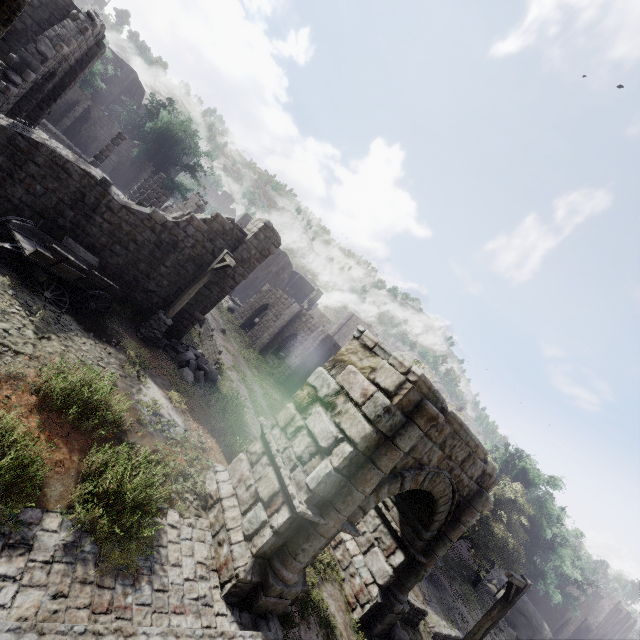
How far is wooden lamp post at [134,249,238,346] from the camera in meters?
12.4 m

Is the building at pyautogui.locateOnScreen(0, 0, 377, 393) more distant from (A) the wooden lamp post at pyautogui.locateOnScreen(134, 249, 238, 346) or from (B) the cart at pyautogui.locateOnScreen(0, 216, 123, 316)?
(A) the wooden lamp post at pyautogui.locateOnScreen(134, 249, 238, 346)

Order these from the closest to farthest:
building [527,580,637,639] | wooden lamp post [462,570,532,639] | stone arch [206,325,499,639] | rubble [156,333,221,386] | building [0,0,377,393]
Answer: stone arch [206,325,499,639] < wooden lamp post [462,570,532,639] < building [0,0,377,393] < rubble [156,333,221,386] < building [527,580,637,639]

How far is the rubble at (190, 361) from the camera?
13.2m

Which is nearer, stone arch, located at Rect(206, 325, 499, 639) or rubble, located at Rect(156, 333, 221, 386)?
stone arch, located at Rect(206, 325, 499, 639)

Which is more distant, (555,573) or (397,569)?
(555,573)

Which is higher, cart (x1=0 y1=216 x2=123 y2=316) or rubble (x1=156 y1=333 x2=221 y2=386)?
cart (x1=0 y1=216 x2=123 y2=316)

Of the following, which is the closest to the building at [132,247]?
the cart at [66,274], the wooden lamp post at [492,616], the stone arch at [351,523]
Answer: the stone arch at [351,523]
